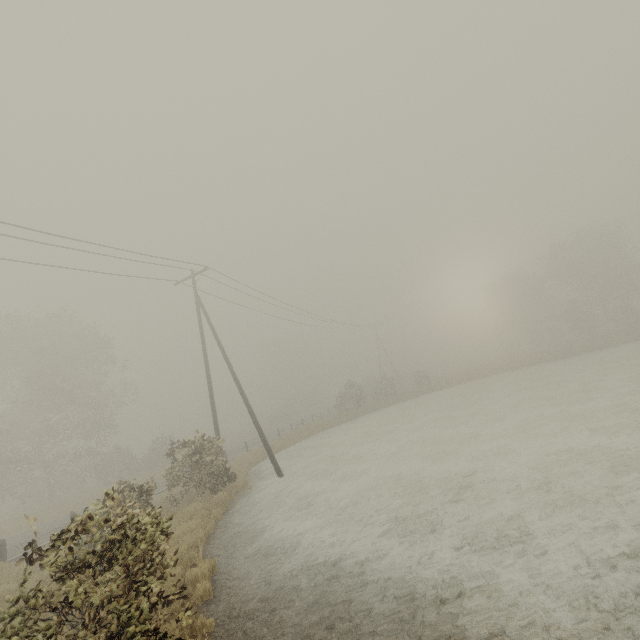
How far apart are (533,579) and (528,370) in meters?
32.5 m
